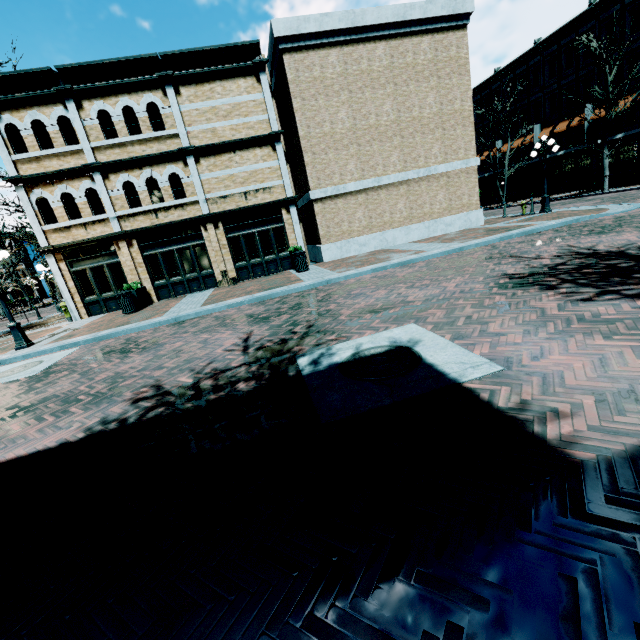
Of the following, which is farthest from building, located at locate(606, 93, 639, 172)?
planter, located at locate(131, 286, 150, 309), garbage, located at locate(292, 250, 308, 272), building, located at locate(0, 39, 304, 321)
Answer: planter, located at locate(131, 286, 150, 309)

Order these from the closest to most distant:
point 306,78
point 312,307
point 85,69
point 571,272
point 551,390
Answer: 1. point 551,390
2. point 571,272
3. point 312,307
4. point 85,69
5. point 306,78

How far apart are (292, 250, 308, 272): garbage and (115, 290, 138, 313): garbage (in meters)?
6.81

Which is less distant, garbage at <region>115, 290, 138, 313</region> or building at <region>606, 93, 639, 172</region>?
garbage at <region>115, 290, 138, 313</region>

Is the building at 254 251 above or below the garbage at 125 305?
above

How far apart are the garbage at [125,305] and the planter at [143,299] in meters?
0.0 m

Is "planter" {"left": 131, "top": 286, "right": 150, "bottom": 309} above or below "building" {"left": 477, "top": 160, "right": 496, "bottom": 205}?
below

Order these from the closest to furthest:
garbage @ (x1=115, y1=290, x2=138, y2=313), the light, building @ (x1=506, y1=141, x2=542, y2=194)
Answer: the light
garbage @ (x1=115, y1=290, x2=138, y2=313)
building @ (x1=506, y1=141, x2=542, y2=194)
